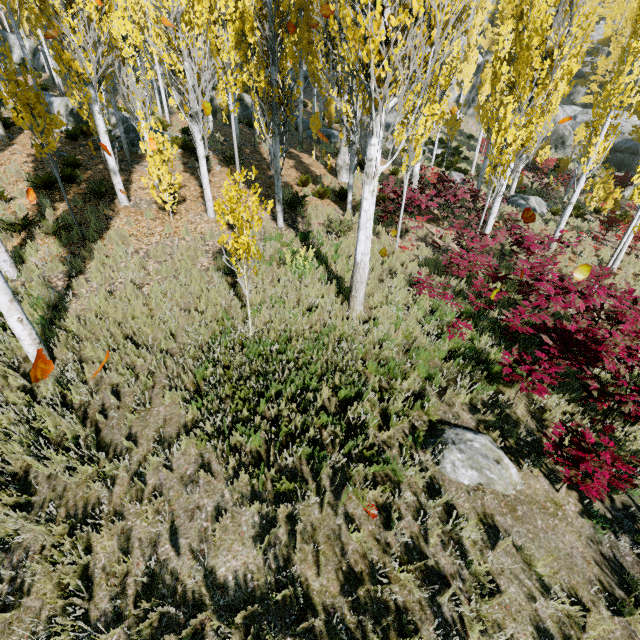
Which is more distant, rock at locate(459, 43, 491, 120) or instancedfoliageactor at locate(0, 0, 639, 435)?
rock at locate(459, 43, 491, 120)

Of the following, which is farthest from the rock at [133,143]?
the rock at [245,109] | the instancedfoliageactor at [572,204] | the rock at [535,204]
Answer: the rock at [535,204]

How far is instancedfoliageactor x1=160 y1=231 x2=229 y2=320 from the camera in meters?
6.7 m

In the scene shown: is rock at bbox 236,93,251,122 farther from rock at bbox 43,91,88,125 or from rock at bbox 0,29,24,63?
rock at bbox 43,91,88,125

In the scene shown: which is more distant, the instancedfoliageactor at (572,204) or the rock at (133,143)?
the rock at (133,143)

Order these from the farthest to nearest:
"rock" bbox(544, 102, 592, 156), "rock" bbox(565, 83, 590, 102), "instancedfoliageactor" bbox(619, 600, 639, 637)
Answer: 1. "rock" bbox(565, 83, 590, 102)
2. "rock" bbox(544, 102, 592, 156)
3. "instancedfoliageactor" bbox(619, 600, 639, 637)

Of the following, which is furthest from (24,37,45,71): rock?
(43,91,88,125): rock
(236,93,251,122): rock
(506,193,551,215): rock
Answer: (506,193,551,215): rock

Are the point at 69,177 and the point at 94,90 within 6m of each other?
Answer: yes
